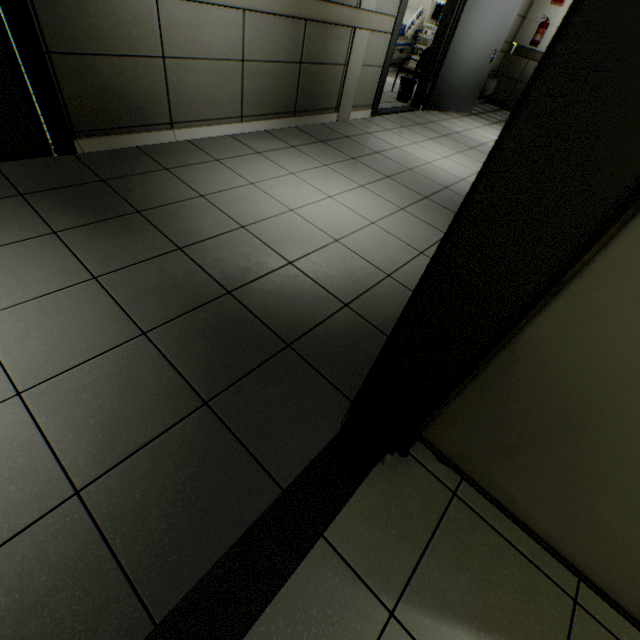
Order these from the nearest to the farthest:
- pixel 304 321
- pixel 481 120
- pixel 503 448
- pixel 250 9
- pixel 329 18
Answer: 1. pixel 503 448
2. pixel 304 321
3. pixel 250 9
4. pixel 329 18
5. pixel 481 120

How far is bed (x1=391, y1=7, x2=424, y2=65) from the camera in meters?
7.9

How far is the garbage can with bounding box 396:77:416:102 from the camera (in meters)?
6.09

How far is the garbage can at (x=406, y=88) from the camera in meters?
6.1 m

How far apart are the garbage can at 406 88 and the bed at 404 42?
2.04m

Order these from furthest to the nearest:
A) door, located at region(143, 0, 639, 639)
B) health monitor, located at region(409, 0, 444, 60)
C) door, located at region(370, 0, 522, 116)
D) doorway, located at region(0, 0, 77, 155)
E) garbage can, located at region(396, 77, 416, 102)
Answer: health monitor, located at region(409, 0, 444, 60), garbage can, located at region(396, 77, 416, 102), door, located at region(370, 0, 522, 116), doorway, located at region(0, 0, 77, 155), door, located at region(143, 0, 639, 639)

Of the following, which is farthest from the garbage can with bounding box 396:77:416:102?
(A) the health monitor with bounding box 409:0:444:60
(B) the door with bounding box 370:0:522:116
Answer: (A) the health monitor with bounding box 409:0:444:60

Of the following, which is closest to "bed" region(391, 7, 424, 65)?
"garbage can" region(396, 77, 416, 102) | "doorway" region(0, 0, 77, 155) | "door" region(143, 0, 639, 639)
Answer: "garbage can" region(396, 77, 416, 102)
